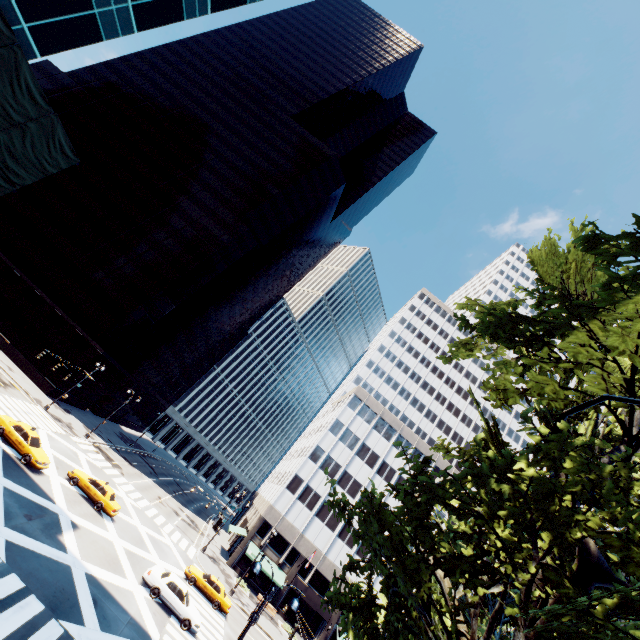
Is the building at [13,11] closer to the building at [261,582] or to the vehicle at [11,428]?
the vehicle at [11,428]

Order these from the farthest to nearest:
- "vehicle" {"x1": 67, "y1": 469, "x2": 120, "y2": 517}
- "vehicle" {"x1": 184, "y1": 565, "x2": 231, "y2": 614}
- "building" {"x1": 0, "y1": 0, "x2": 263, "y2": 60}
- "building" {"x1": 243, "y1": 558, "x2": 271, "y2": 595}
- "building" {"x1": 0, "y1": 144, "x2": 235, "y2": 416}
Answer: "building" {"x1": 0, "y1": 144, "x2": 235, "y2": 416}, "building" {"x1": 243, "y1": 558, "x2": 271, "y2": 595}, "vehicle" {"x1": 184, "y1": 565, "x2": 231, "y2": 614}, "vehicle" {"x1": 67, "y1": 469, "x2": 120, "y2": 517}, "building" {"x1": 0, "y1": 0, "x2": 263, "y2": 60}

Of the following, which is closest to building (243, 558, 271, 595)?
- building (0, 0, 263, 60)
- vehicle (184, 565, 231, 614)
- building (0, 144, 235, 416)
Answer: vehicle (184, 565, 231, 614)

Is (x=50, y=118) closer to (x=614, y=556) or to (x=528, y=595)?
(x=528, y=595)

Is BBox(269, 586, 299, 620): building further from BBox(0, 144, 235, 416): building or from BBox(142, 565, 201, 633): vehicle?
BBox(0, 144, 235, 416): building

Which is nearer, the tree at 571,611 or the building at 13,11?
the tree at 571,611

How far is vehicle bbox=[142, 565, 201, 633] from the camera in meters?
21.6

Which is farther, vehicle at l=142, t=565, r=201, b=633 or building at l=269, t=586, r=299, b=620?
building at l=269, t=586, r=299, b=620
